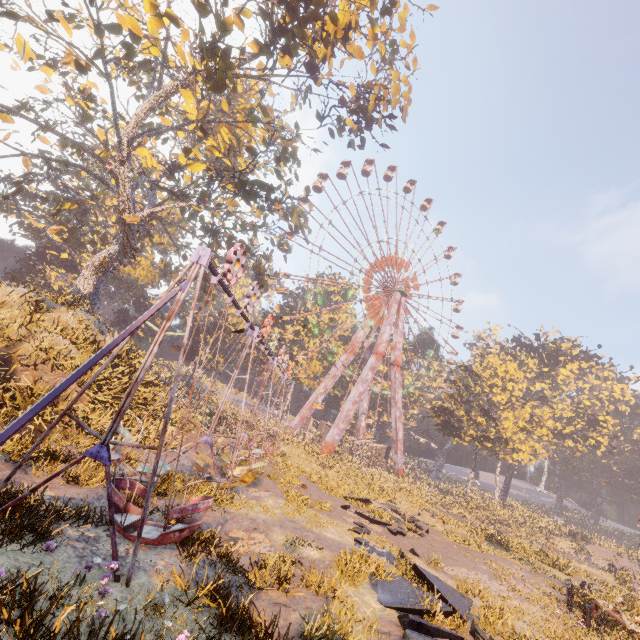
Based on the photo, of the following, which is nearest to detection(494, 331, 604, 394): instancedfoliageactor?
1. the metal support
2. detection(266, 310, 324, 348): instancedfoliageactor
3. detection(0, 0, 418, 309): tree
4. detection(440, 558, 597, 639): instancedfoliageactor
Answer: the metal support

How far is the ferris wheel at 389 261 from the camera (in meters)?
43.59

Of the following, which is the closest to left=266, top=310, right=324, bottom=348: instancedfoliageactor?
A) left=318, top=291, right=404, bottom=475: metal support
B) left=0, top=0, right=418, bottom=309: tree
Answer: left=318, top=291, right=404, bottom=475: metal support

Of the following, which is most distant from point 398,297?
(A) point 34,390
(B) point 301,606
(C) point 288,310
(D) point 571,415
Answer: (B) point 301,606

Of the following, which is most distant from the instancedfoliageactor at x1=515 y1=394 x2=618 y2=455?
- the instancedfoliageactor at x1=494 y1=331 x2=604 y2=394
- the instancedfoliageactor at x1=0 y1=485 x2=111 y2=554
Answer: the instancedfoliageactor at x1=0 y1=485 x2=111 y2=554

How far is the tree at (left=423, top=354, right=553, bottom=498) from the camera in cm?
3772

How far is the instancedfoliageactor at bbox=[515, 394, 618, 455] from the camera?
46.50m

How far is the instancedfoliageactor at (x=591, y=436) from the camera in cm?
4650
